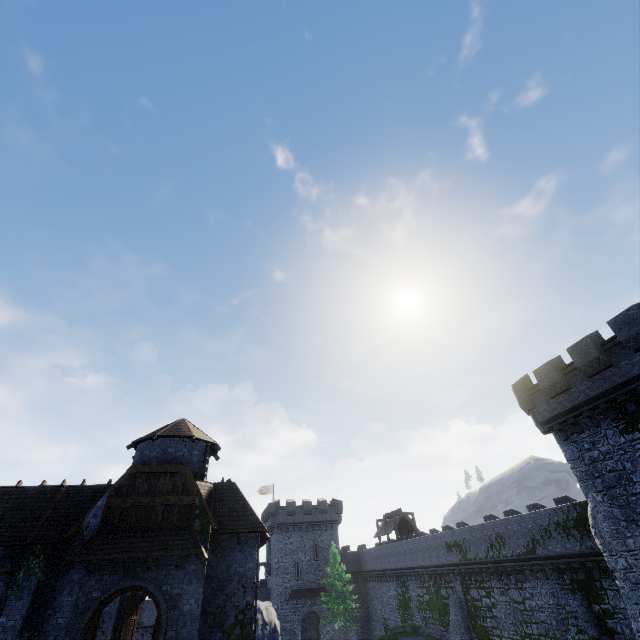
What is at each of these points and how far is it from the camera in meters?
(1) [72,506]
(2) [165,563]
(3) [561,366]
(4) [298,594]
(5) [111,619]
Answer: (1) building, 19.2
(2) double door, 15.9
(3) building, 19.0
(4) awning, 43.5
(5) building, 19.8

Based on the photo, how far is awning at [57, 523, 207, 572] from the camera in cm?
1488

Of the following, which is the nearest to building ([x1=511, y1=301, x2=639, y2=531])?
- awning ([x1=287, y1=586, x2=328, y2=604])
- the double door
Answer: the double door

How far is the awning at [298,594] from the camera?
42.91m

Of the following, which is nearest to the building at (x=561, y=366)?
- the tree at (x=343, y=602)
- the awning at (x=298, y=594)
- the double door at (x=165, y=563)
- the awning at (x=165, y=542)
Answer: the awning at (x=165, y=542)

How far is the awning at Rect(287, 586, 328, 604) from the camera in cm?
4291

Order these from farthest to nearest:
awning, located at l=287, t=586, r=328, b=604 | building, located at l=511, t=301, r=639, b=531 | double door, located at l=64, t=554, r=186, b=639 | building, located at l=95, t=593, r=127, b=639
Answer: awning, located at l=287, t=586, r=328, b=604, building, located at l=95, t=593, r=127, b=639, building, located at l=511, t=301, r=639, b=531, double door, located at l=64, t=554, r=186, b=639

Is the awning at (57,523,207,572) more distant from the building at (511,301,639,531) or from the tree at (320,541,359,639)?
the tree at (320,541,359,639)
